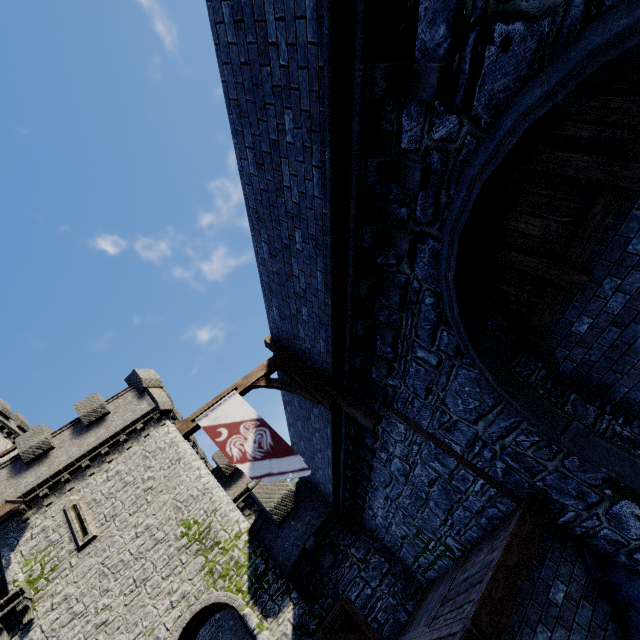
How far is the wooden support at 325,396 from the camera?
8.0m

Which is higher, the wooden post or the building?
the building

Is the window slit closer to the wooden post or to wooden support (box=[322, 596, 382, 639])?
wooden support (box=[322, 596, 382, 639])

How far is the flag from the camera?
6.44m

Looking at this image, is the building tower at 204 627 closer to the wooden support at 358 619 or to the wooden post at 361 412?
the wooden support at 358 619

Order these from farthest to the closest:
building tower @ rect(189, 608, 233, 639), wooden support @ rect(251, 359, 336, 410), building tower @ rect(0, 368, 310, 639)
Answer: building tower @ rect(189, 608, 233, 639) → building tower @ rect(0, 368, 310, 639) → wooden support @ rect(251, 359, 336, 410)

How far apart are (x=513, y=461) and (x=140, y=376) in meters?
21.3 m

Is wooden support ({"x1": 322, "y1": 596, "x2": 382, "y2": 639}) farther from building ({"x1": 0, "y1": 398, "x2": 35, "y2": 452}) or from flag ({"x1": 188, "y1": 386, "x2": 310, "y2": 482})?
building ({"x1": 0, "y1": 398, "x2": 35, "y2": 452})
